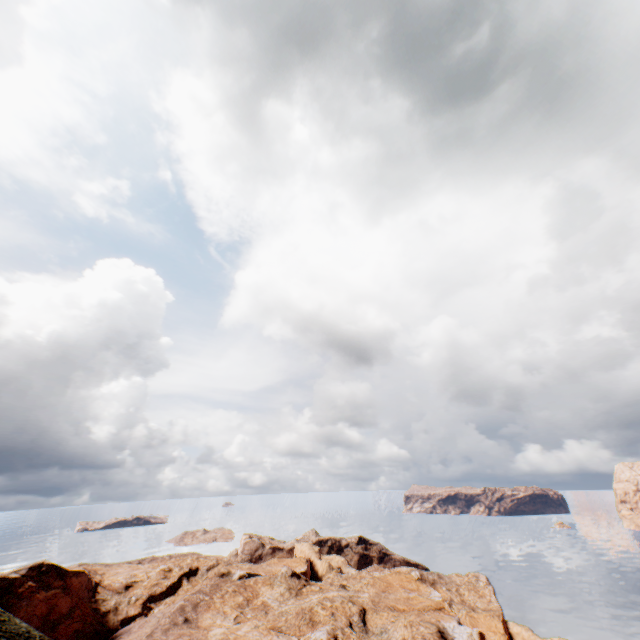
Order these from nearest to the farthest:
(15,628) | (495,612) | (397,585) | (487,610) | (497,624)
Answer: (15,628), (397,585), (497,624), (495,612), (487,610)
